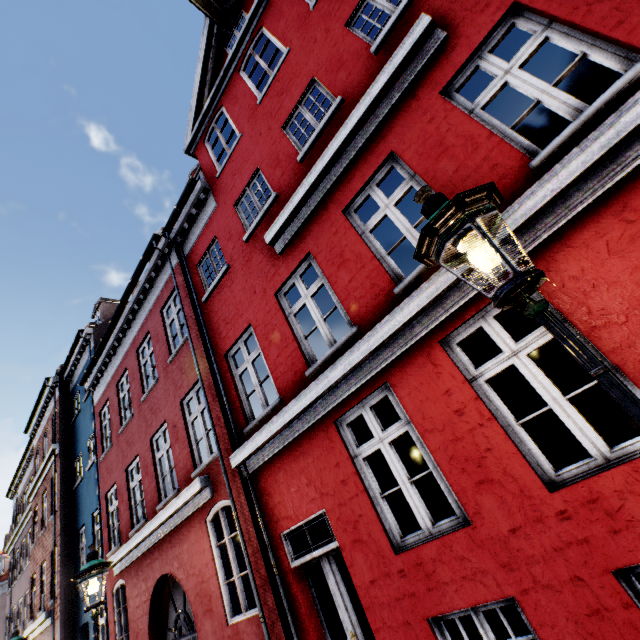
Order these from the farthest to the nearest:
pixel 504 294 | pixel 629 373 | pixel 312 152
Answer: pixel 312 152 → pixel 629 373 → pixel 504 294

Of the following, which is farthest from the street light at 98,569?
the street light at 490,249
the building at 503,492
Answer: the street light at 490,249

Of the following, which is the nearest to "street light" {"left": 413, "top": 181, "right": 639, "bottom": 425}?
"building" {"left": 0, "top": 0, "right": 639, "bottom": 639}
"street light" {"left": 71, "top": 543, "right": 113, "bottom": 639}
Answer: "building" {"left": 0, "top": 0, "right": 639, "bottom": 639}

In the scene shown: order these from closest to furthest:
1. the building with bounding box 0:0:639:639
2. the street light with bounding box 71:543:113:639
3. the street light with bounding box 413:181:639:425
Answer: the street light with bounding box 413:181:639:425 < the building with bounding box 0:0:639:639 < the street light with bounding box 71:543:113:639

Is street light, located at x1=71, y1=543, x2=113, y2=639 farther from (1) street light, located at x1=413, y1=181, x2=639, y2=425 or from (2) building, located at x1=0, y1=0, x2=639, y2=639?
(1) street light, located at x1=413, y1=181, x2=639, y2=425

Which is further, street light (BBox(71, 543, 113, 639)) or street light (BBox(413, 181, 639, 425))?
street light (BBox(71, 543, 113, 639))

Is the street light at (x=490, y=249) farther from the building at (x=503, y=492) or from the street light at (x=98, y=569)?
the street light at (x=98, y=569)
